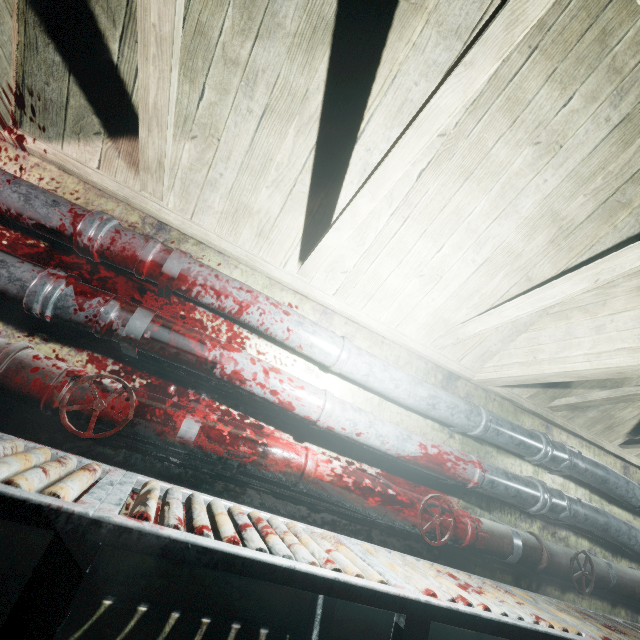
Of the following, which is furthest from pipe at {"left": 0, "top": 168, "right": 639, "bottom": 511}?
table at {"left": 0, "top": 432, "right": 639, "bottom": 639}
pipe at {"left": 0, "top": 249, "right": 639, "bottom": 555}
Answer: table at {"left": 0, "top": 432, "right": 639, "bottom": 639}

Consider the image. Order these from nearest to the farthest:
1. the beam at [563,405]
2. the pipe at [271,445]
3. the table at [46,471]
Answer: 1. the table at [46,471]
2. the pipe at [271,445]
3. the beam at [563,405]

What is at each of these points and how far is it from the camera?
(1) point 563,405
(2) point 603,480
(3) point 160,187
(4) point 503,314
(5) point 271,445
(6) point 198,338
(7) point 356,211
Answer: (1) beam, 2.5m
(2) pipe, 2.4m
(3) beam, 1.6m
(4) beam, 1.8m
(5) pipe, 1.5m
(6) pipe, 1.5m
(7) beam, 1.5m

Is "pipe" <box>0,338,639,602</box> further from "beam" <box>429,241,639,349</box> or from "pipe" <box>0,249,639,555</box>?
"beam" <box>429,241,639,349</box>

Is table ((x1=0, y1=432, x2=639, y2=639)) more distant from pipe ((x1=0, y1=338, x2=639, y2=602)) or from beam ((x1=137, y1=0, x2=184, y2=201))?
beam ((x1=137, y1=0, x2=184, y2=201))

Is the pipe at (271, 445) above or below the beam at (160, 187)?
below

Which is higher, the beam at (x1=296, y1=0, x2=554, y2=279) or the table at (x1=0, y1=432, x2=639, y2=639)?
the beam at (x1=296, y1=0, x2=554, y2=279)

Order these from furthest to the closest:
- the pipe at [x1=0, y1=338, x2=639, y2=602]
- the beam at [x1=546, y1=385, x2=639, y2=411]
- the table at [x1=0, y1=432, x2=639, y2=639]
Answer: the beam at [x1=546, y1=385, x2=639, y2=411] → the pipe at [x1=0, y1=338, x2=639, y2=602] → the table at [x1=0, y1=432, x2=639, y2=639]
